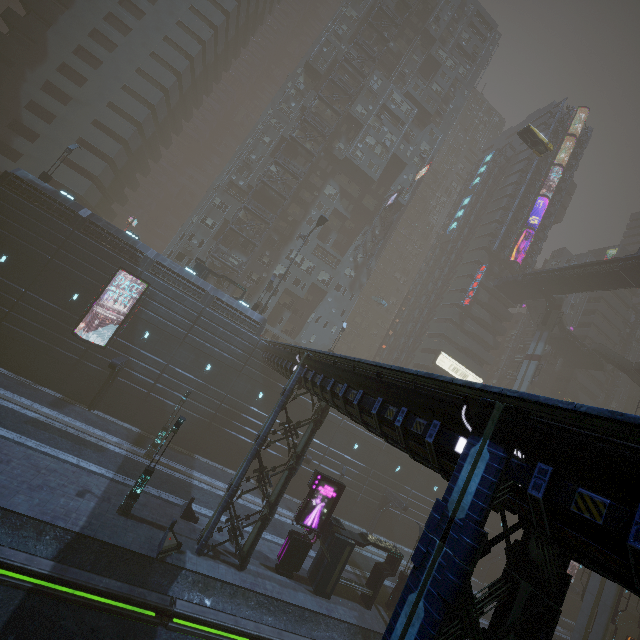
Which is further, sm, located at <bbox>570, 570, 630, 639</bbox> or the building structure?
the building structure

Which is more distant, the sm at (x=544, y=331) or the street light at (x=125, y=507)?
the sm at (x=544, y=331)

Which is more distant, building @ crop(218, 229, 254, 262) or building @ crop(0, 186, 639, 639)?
building @ crop(218, 229, 254, 262)

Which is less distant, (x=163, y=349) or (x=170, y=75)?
(x=163, y=349)

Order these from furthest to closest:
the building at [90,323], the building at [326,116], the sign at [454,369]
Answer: the sign at [454,369] → the building at [326,116] → the building at [90,323]

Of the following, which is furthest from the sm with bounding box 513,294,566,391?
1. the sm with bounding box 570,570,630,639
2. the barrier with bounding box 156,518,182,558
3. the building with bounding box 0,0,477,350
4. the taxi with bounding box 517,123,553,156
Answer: the barrier with bounding box 156,518,182,558

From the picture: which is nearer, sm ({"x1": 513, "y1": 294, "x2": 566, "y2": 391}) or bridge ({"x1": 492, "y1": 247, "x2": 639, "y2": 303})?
bridge ({"x1": 492, "y1": 247, "x2": 639, "y2": 303})

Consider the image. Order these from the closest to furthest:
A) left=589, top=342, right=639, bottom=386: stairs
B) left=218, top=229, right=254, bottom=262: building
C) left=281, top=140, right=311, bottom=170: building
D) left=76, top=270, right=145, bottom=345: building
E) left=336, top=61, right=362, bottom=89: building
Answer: left=76, top=270, right=145, bottom=345: building, left=218, top=229, right=254, bottom=262: building, left=281, top=140, right=311, bottom=170: building, left=589, top=342, right=639, bottom=386: stairs, left=336, top=61, right=362, bottom=89: building
